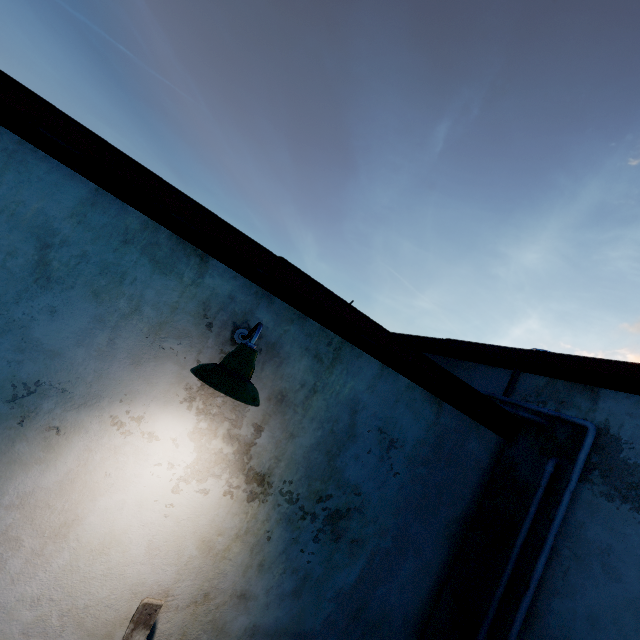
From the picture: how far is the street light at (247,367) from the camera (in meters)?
1.73

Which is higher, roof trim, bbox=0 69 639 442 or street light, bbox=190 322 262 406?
roof trim, bbox=0 69 639 442

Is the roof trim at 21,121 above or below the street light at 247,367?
above

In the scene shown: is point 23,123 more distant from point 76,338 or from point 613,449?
point 613,449

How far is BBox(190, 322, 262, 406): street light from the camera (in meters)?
1.73
